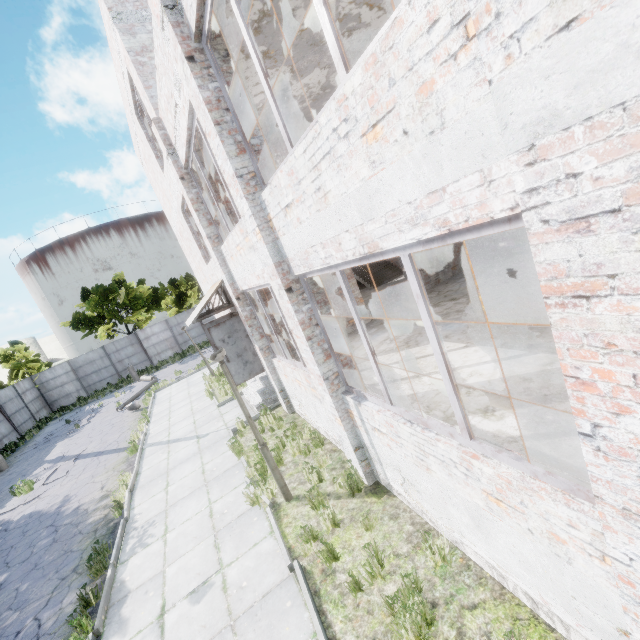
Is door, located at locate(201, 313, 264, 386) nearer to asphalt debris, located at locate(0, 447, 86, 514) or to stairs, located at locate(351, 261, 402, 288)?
stairs, located at locate(351, 261, 402, 288)

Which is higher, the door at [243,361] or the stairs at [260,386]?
the door at [243,361]

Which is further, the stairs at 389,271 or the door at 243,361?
the stairs at 389,271

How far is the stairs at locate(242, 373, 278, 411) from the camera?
11.1m

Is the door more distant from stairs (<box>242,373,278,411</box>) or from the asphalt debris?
the asphalt debris

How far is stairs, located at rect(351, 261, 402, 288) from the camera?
18.11m

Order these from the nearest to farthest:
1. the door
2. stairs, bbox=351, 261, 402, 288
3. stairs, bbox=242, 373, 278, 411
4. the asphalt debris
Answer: the door < stairs, bbox=242, 373, 278, 411 < the asphalt debris < stairs, bbox=351, 261, 402, 288

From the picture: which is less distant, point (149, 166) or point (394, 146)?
point (394, 146)
